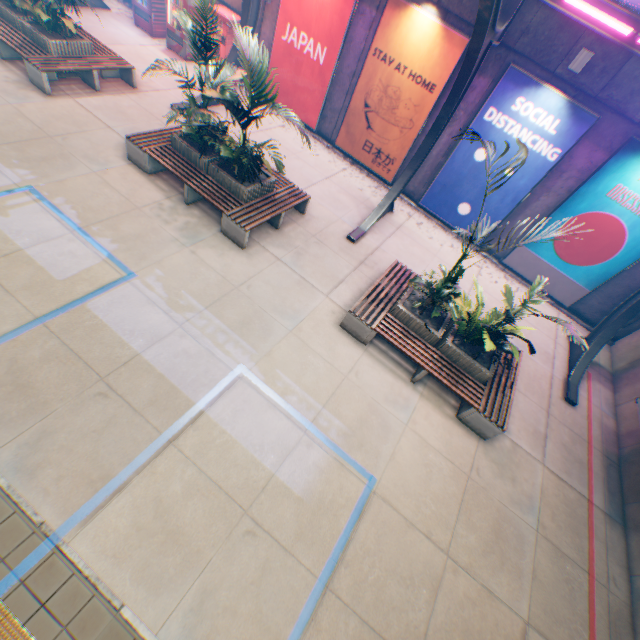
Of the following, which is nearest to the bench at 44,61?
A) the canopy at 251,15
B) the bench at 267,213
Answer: the canopy at 251,15

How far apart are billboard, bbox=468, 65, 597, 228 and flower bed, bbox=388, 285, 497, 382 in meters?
4.9

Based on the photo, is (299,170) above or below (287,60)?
below

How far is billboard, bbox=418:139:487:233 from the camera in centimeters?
1001cm

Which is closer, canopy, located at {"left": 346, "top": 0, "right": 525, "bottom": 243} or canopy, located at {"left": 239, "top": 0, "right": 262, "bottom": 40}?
canopy, located at {"left": 346, "top": 0, "right": 525, "bottom": 243}

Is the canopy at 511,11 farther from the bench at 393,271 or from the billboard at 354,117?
the bench at 393,271

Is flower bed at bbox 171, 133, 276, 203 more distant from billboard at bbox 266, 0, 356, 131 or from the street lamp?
the street lamp

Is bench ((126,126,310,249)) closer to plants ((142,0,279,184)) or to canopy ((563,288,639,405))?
plants ((142,0,279,184))
